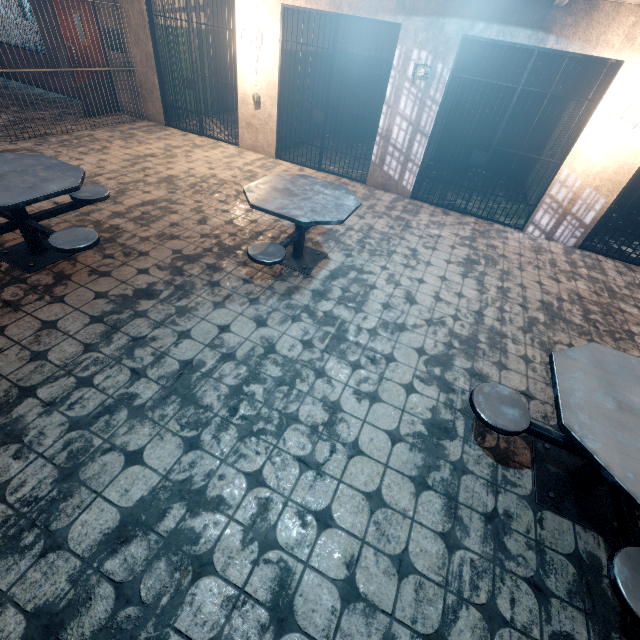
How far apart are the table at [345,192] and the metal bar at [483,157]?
2.4 meters

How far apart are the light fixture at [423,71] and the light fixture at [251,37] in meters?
2.8 m

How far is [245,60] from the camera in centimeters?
602cm

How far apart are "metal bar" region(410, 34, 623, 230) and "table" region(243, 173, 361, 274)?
2.37m

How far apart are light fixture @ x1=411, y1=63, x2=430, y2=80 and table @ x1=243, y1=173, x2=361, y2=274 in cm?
240

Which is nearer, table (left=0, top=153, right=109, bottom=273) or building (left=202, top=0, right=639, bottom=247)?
table (left=0, top=153, right=109, bottom=273)

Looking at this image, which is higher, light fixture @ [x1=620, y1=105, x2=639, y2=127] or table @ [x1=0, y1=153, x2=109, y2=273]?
light fixture @ [x1=620, y1=105, x2=639, y2=127]

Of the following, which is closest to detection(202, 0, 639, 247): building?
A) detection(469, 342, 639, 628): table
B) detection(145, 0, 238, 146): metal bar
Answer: detection(145, 0, 238, 146): metal bar
